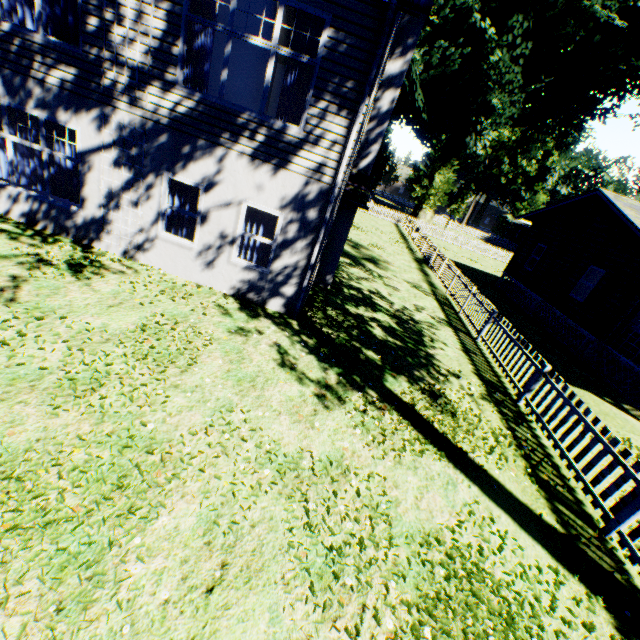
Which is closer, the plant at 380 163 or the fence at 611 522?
the fence at 611 522

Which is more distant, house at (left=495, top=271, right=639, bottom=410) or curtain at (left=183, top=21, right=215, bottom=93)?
house at (left=495, top=271, right=639, bottom=410)

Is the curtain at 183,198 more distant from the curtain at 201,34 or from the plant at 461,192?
the plant at 461,192

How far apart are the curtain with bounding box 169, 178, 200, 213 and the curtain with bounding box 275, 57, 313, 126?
2.0m

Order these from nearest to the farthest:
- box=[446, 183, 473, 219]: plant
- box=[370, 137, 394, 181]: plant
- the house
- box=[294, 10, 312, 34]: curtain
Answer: box=[294, 10, 312, 34]: curtain < the house < box=[370, 137, 394, 181]: plant < box=[446, 183, 473, 219]: plant

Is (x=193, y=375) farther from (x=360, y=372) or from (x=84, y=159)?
(x=84, y=159)
